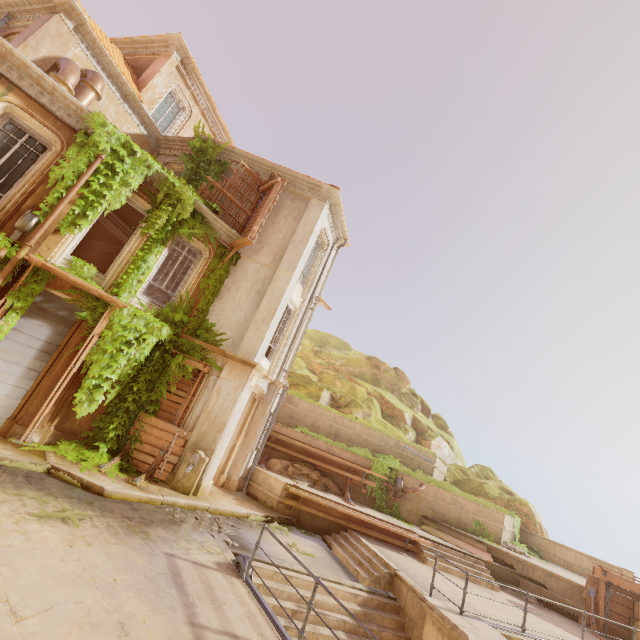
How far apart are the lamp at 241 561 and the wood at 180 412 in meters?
4.9 m

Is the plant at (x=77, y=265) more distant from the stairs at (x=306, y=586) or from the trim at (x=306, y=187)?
the stairs at (x=306, y=586)

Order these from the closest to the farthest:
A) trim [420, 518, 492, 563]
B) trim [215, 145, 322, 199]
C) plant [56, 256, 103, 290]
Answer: plant [56, 256, 103, 290] → trim [420, 518, 492, 563] → trim [215, 145, 322, 199]

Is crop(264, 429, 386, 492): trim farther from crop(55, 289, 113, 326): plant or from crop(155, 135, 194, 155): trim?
crop(155, 135, 194, 155): trim

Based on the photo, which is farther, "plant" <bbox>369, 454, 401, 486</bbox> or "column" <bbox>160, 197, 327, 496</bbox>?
"plant" <bbox>369, 454, 401, 486</bbox>

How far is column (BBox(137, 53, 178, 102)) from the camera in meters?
14.1 m

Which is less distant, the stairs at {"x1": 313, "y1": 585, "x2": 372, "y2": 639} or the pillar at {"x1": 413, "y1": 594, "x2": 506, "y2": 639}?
the pillar at {"x1": 413, "y1": 594, "x2": 506, "y2": 639}

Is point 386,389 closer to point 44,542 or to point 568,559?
point 568,559
